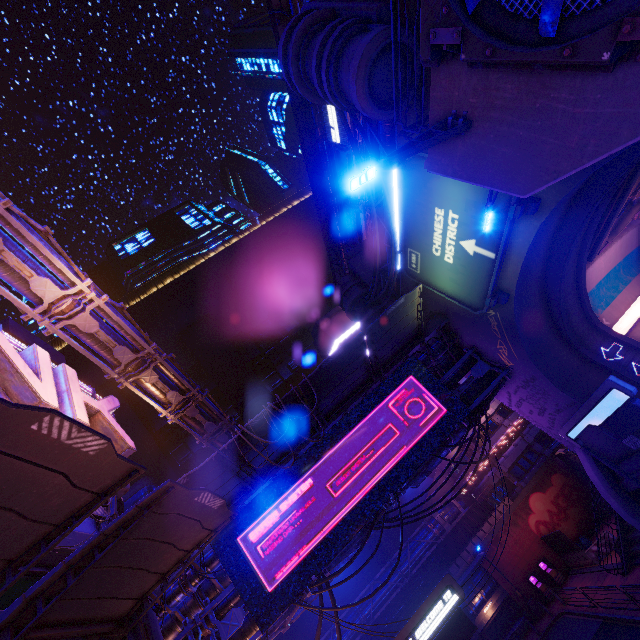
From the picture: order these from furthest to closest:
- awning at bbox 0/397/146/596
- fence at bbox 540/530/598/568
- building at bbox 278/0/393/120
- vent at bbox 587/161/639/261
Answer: fence at bbox 540/530/598/568
vent at bbox 587/161/639/261
building at bbox 278/0/393/120
awning at bbox 0/397/146/596

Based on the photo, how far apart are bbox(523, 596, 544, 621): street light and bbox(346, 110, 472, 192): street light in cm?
3720

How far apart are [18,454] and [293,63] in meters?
16.6 m

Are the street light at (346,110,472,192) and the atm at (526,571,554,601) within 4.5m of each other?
no

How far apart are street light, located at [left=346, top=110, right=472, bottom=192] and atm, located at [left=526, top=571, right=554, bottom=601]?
37.61m

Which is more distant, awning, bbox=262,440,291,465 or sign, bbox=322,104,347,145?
sign, bbox=322,104,347,145

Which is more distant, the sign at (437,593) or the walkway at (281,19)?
the walkway at (281,19)

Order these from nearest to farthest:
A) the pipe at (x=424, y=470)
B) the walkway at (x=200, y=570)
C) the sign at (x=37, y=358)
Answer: the sign at (x=37, y=358), the walkway at (x=200, y=570), the pipe at (x=424, y=470)
